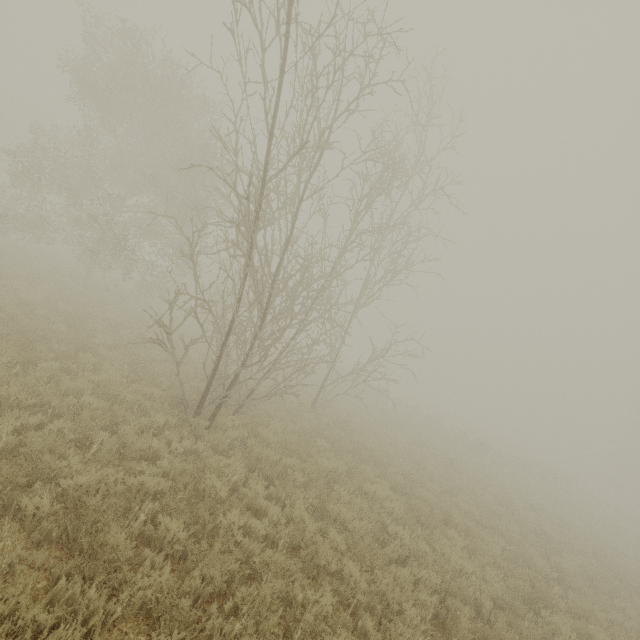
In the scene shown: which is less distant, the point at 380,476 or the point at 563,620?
the point at 563,620
